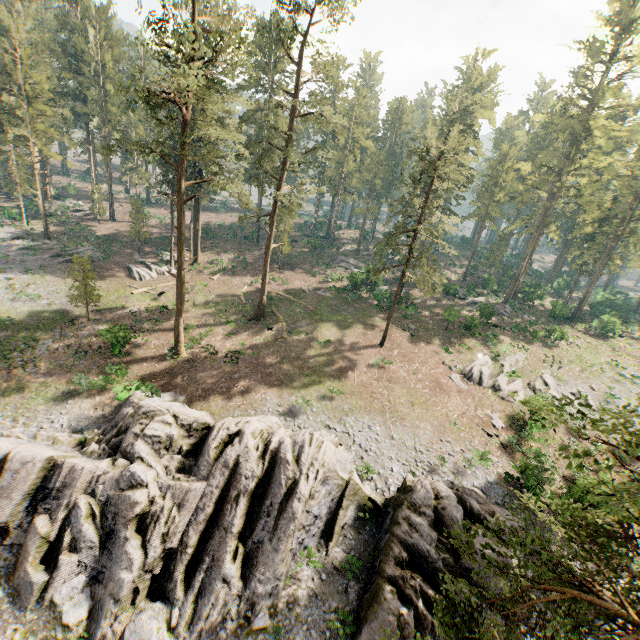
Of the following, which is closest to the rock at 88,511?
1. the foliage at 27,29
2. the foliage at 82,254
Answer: the foliage at 27,29

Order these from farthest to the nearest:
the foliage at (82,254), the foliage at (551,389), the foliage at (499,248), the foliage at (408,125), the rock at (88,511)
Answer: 1. the foliage at (408,125)
2. the foliage at (499,248)
3. the foliage at (82,254)
4. the rock at (88,511)
5. the foliage at (551,389)

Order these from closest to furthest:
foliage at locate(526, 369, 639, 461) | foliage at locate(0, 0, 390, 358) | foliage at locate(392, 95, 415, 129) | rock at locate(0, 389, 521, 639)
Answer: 1. foliage at locate(526, 369, 639, 461)
2. rock at locate(0, 389, 521, 639)
3. foliage at locate(0, 0, 390, 358)
4. foliage at locate(392, 95, 415, 129)

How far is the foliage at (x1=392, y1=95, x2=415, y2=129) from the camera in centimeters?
5857cm

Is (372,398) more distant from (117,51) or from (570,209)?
(117,51)
